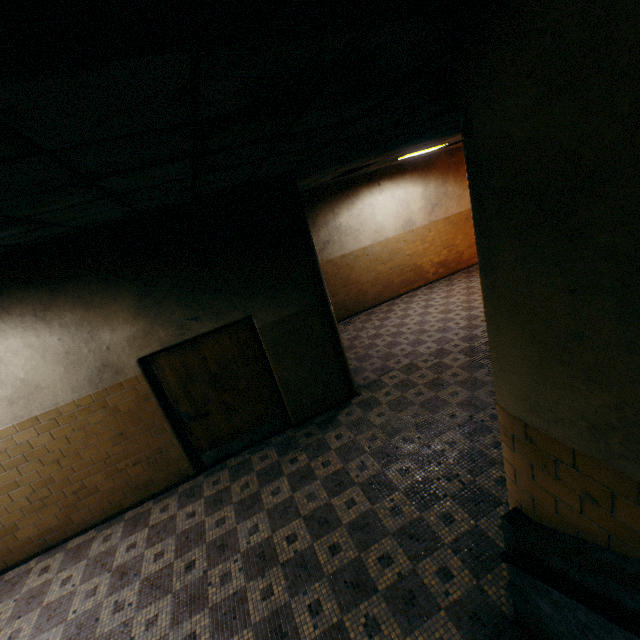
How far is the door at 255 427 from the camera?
4.86m

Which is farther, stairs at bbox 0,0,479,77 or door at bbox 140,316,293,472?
door at bbox 140,316,293,472

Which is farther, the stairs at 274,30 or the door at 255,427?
the door at 255,427

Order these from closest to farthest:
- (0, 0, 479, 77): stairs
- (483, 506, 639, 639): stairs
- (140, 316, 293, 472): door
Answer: (0, 0, 479, 77): stairs, (483, 506, 639, 639): stairs, (140, 316, 293, 472): door

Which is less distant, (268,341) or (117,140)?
(117,140)

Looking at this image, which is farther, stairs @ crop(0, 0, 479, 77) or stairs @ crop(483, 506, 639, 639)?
stairs @ crop(483, 506, 639, 639)

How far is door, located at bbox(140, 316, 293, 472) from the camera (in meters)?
4.86
